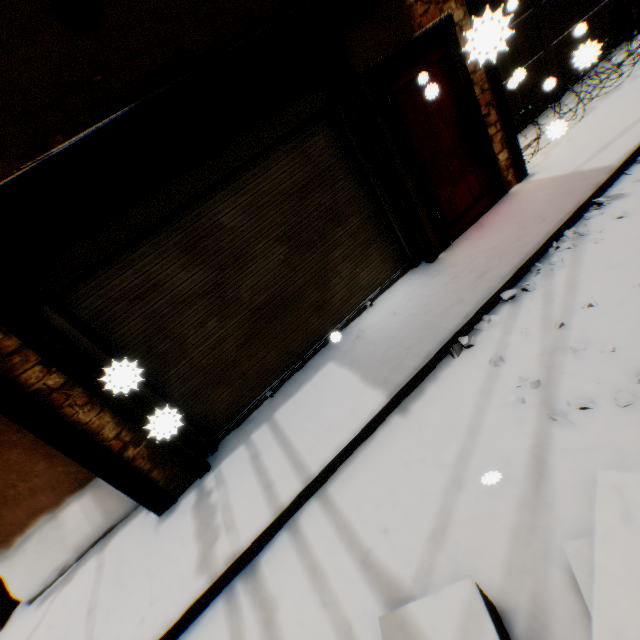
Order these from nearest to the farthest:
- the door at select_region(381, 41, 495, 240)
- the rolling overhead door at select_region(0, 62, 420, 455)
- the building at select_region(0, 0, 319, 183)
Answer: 1. the building at select_region(0, 0, 319, 183)
2. the rolling overhead door at select_region(0, 62, 420, 455)
3. the door at select_region(381, 41, 495, 240)

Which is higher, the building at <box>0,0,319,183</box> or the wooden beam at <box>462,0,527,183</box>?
the building at <box>0,0,319,183</box>

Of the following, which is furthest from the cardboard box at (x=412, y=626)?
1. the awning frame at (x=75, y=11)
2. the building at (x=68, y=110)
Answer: the awning frame at (x=75, y=11)

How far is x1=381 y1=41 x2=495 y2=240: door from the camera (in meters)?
4.11

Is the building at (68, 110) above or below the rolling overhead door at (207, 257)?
above

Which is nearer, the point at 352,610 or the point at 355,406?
the point at 352,610

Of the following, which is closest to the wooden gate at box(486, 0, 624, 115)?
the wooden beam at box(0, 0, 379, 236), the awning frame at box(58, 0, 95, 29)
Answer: the wooden beam at box(0, 0, 379, 236)

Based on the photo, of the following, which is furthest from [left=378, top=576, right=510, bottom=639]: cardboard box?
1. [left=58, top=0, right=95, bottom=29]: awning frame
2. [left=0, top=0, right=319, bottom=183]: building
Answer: [left=58, top=0, right=95, bottom=29]: awning frame
